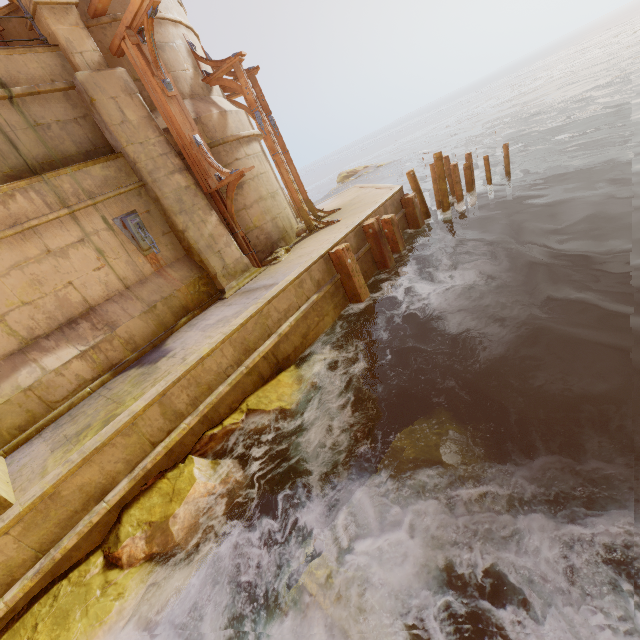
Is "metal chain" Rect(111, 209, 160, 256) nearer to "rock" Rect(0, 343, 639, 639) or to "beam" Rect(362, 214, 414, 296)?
"rock" Rect(0, 343, 639, 639)

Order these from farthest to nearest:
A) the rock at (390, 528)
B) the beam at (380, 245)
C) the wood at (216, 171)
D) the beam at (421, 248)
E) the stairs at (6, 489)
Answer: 1. the beam at (421, 248)
2. the beam at (380, 245)
3. the wood at (216, 171)
4. the stairs at (6, 489)
5. the rock at (390, 528)

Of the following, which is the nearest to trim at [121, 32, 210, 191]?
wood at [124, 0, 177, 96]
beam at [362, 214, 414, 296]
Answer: wood at [124, 0, 177, 96]

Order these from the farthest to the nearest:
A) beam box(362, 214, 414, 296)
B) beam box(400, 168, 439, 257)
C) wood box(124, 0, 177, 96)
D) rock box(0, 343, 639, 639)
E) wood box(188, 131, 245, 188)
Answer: beam box(400, 168, 439, 257) < beam box(362, 214, 414, 296) < wood box(188, 131, 245, 188) < wood box(124, 0, 177, 96) < rock box(0, 343, 639, 639)

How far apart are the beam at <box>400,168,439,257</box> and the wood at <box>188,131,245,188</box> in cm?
→ 535

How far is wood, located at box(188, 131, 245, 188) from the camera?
7.48m

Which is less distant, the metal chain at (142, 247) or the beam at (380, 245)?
the metal chain at (142, 247)

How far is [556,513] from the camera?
3.4m
